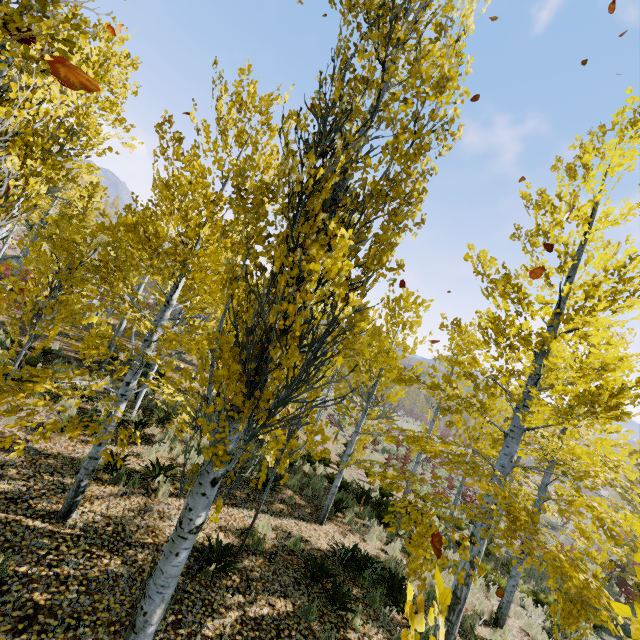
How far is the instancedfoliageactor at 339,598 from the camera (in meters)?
5.72

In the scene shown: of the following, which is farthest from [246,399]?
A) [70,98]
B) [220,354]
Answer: [70,98]

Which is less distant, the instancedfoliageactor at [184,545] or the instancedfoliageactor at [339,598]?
the instancedfoliageactor at [184,545]

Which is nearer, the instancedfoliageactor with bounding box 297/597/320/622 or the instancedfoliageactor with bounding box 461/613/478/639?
the instancedfoliageactor with bounding box 297/597/320/622

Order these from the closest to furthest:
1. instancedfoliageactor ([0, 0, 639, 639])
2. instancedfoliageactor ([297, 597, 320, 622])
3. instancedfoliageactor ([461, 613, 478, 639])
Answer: instancedfoliageactor ([0, 0, 639, 639]) < instancedfoliageactor ([297, 597, 320, 622]) < instancedfoliageactor ([461, 613, 478, 639])

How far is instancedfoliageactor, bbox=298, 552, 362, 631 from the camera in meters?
5.7
